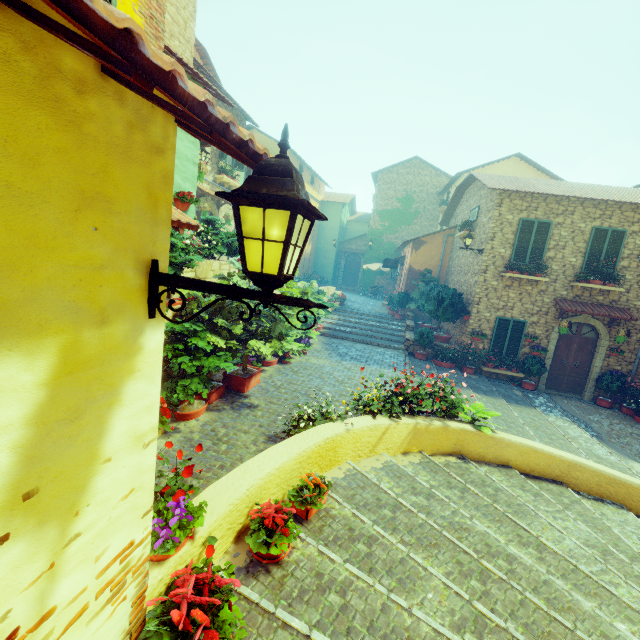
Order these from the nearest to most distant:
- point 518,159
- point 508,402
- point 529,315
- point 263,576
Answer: point 263,576 → point 508,402 → point 529,315 → point 518,159

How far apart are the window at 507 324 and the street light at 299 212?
13.0m

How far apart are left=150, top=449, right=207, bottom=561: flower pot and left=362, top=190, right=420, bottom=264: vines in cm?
2509

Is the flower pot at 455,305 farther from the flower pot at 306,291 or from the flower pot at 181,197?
the flower pot at 181,197

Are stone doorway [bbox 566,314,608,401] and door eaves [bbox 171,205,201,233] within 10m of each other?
no

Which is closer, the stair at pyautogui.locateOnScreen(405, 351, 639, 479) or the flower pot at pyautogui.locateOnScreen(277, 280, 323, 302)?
the flower pot at pyautogui.locateOnScreen(277, 280, 323, 302)

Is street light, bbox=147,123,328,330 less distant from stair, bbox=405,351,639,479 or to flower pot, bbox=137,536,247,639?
flower pot, bbox=137,536,247,639

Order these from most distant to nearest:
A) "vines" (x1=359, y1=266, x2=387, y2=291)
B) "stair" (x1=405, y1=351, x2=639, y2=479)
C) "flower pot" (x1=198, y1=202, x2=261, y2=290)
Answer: "vines" (x1=359, y1=266, x2=387, y2=291) → "stair" (x1=405, y1=351, x2=639, y2=479) → "flower pot" (x1=198, y1=202, x2=261, y2=290)
